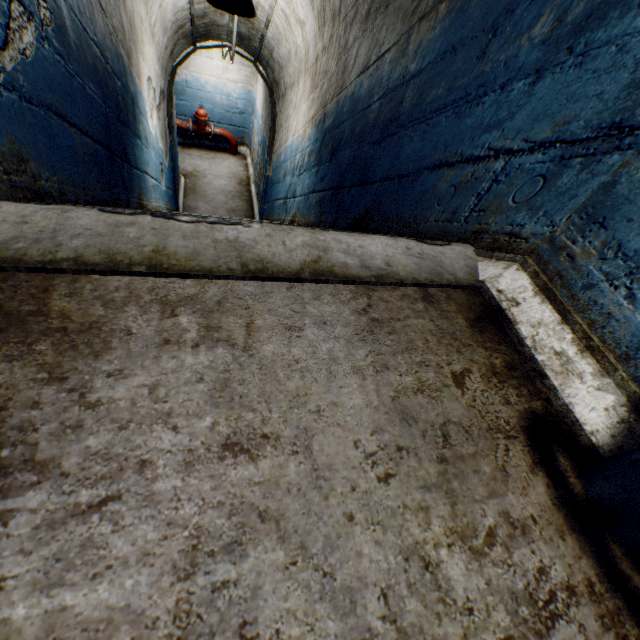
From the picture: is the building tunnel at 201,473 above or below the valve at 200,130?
above

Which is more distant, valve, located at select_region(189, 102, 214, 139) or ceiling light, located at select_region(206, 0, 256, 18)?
valve, located at select_region(189, 102, 214, 139)

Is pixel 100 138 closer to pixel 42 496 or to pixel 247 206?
pixel 42 496

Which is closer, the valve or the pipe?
the pipe

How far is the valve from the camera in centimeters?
779cm

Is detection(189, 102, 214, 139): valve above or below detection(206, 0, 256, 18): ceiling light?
below

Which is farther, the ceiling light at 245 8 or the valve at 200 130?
the valve at 200 130

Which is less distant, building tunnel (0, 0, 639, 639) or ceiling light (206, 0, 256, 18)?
building tunnel (0, 0, 639, 639)
